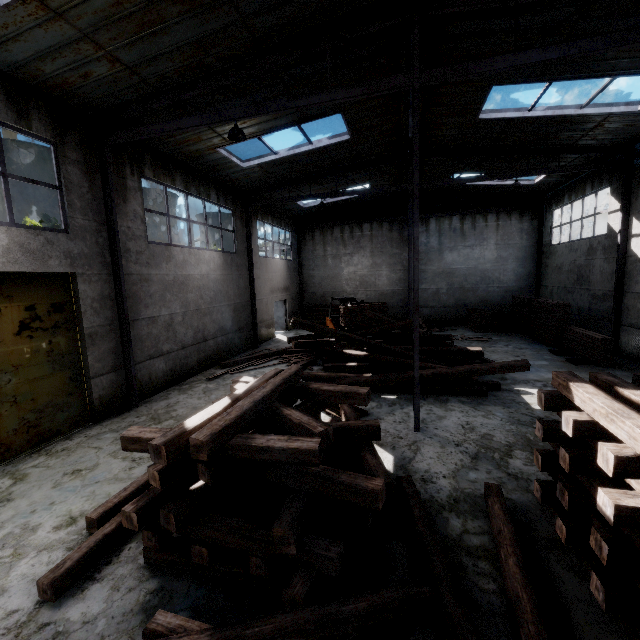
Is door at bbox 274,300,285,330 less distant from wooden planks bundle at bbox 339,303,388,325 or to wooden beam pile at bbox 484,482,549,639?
wooden planks bundle at bbox 339,303,388,325

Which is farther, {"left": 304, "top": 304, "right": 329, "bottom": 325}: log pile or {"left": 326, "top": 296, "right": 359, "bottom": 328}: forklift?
{"left": 304, "top": 304, "right": 329, "bottom": 325}: log pile

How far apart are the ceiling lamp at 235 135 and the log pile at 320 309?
14.90m

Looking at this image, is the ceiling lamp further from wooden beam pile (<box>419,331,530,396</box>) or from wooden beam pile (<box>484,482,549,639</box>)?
wooden beam pile (<box>484,482,549,639</box>)

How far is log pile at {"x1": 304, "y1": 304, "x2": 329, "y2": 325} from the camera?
22.0m

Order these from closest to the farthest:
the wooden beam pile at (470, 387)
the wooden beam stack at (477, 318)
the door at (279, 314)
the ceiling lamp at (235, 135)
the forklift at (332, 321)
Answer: the ceiling lamp at (235, 135)
the wooden beam pile at (470, 387)
the forklift at (332, 321)
the wooden beam stack at (477, 318)
the door at (279, 314)

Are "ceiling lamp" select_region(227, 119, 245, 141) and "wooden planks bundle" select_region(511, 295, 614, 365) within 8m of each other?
no

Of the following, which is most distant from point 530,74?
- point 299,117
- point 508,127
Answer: point 299,117
